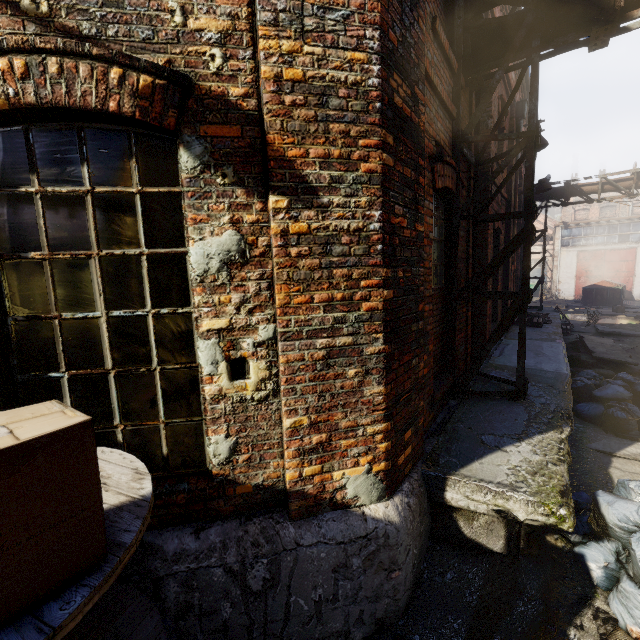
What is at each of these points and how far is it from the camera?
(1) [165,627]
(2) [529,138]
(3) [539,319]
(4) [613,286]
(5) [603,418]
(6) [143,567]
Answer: (1) spool, 1.77m
(2) pipe, 4.14m
(3) pallet, 10.90m
(4) trash container, 23.08m
(5) trash bag, 5.68m
(6) building, 2.19m

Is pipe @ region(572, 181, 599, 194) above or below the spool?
above

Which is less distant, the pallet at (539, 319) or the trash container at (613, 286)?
the pallet at (539, 319)

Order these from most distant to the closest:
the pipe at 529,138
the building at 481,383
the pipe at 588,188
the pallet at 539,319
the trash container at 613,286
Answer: the trash container at 613,286 → the pipe at 588,188 → the pallet at 539,319 → the building at 481,383 → the pipe at 529,138

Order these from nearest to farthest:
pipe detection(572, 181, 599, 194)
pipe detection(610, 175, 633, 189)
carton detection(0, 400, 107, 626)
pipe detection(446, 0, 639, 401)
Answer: carton detection(0, 400, 107, 626) → pipe detection(446, 0, 639, 401) → pipe detection(610, 175, 633, 189) → pipe detection(572, 181, 599, 194)

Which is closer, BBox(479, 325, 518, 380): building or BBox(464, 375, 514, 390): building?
BBox(464, 375, 514, 390): building

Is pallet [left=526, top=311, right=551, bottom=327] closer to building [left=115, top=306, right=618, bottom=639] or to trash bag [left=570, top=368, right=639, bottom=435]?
building [left=115, top=306, right=618, bottom=639]

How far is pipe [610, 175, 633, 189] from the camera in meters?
12.4 m
